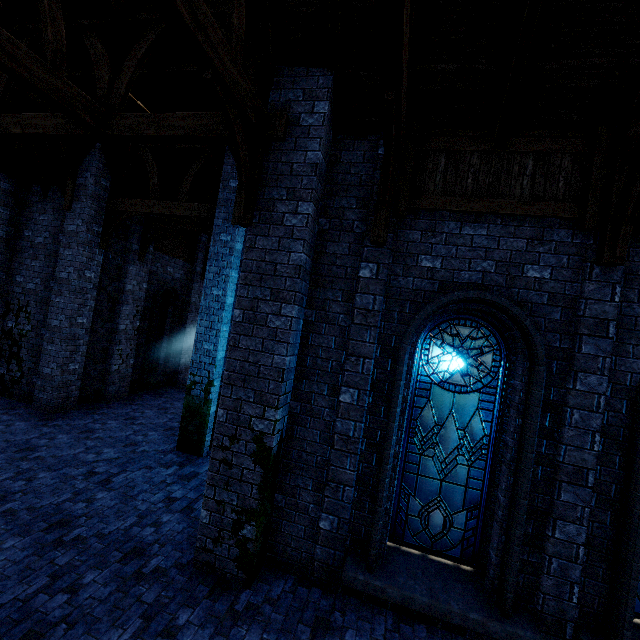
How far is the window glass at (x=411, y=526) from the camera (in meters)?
4.83

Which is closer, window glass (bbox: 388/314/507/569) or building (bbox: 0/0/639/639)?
building (bbox: 0/0/639/639)

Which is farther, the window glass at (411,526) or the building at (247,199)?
the window glass at (411,526)

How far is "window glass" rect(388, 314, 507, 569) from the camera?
4.8m

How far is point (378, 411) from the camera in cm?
484
